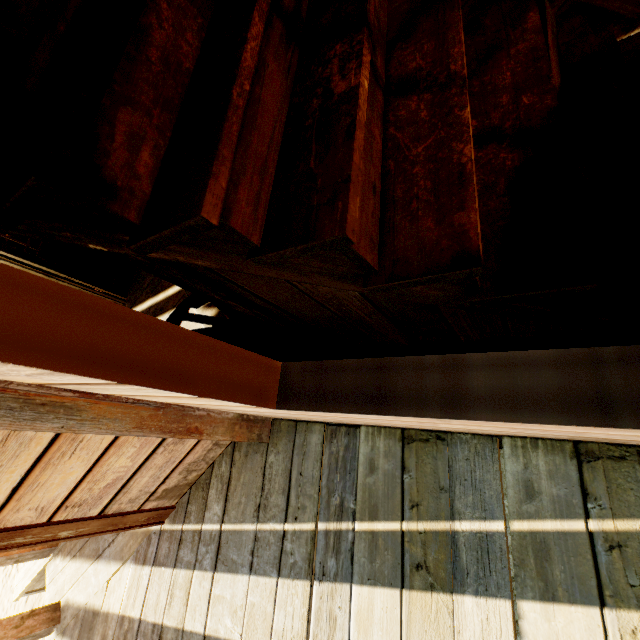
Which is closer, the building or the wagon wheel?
the building

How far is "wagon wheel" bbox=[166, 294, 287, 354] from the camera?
1.62m

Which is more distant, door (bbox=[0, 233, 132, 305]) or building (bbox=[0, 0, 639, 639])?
door (bbox=[0, 233, 132, 305])

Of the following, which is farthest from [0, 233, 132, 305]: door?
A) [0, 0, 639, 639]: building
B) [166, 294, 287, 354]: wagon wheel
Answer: [166, 294, 287, 354]: wagon wheel

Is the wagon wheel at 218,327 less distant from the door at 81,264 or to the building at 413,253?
the building at 413,253

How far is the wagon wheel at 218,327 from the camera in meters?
1.6

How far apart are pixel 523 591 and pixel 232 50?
2.1 meters

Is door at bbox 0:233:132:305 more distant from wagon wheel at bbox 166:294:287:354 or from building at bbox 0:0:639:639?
wagon wheel at bbox 166:294:287:354
